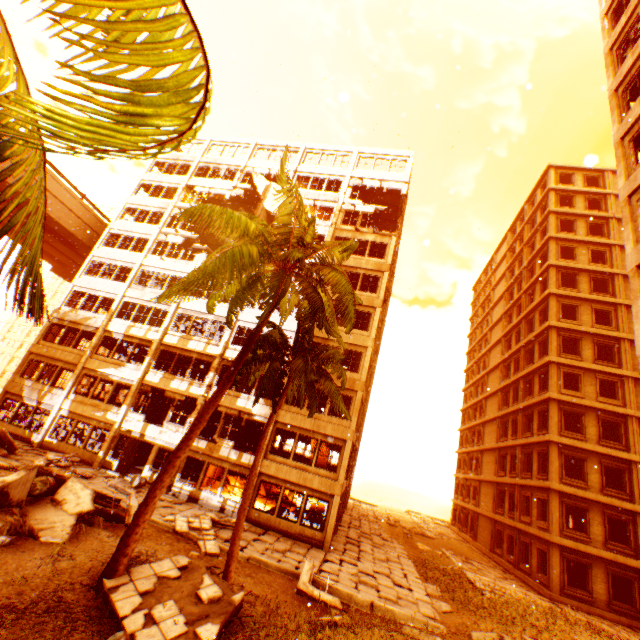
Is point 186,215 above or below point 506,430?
below

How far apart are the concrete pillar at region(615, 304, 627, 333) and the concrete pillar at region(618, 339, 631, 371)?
0.4m

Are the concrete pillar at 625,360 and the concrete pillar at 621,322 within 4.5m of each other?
yes

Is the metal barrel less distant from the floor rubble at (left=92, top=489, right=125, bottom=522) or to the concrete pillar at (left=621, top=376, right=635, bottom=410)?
the floor rubble at (left=92, top=489, right=125, bottom=522)

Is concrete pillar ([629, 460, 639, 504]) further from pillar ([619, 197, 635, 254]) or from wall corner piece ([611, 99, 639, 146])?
pillar ([619, 197, 635, 254])

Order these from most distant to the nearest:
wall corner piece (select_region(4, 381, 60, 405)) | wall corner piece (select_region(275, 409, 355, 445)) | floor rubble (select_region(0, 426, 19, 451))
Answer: wall corner piece (select_region(4, 381, 60, 405))
wall corner piece (select_region(275, 409, 355, 445))
floor rubble (select_region(0, 426, 19, 451))

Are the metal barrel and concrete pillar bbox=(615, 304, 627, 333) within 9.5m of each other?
no

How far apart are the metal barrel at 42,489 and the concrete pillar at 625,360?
34.2 meters
